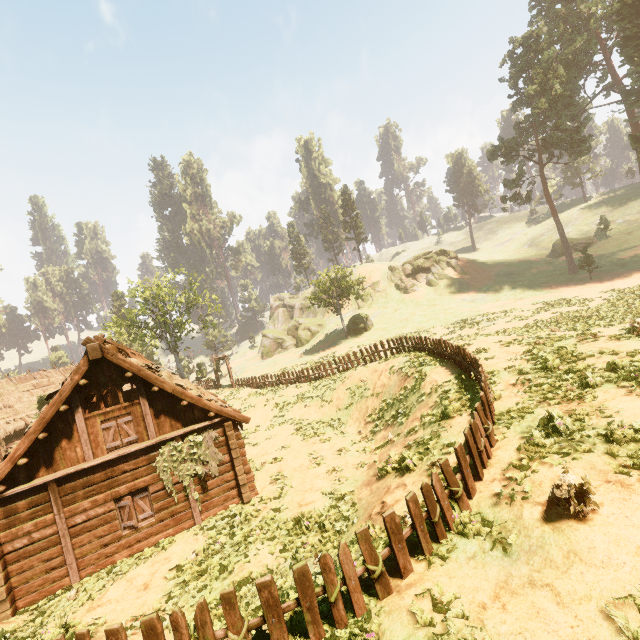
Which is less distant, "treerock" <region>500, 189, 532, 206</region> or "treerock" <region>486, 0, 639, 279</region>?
"treerock" <region>486, 0, 639, 279</region>

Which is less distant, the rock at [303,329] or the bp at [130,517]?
the bp at [130,517]

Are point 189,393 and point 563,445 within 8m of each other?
no

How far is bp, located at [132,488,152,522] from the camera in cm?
1191

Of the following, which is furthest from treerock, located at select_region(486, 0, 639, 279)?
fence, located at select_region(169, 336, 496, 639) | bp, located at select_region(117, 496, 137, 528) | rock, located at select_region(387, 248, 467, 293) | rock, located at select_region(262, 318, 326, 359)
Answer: bp, located at select_region(117, 496, 137, 528)

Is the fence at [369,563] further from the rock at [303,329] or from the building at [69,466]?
the rock at [303,329]

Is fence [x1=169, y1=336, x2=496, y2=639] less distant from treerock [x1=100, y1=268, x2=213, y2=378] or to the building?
the building

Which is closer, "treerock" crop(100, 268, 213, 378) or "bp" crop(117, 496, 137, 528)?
"bp" crop(117, 496, 137, 528)
